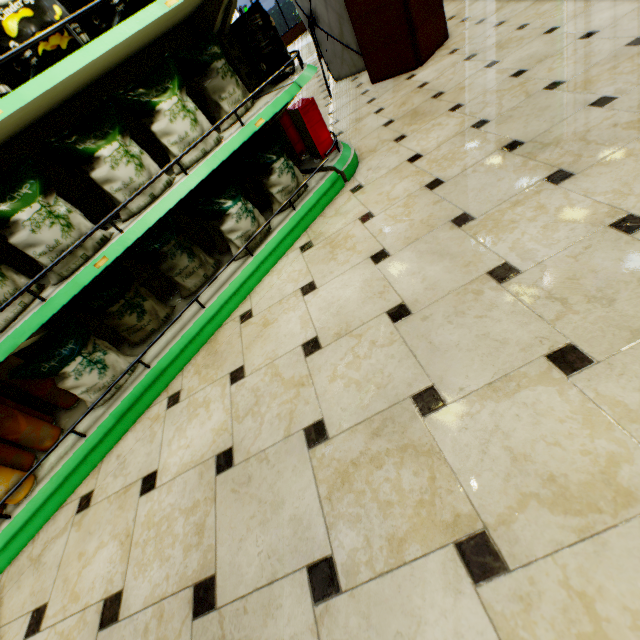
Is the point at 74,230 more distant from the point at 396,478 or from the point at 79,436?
the point at 396,478

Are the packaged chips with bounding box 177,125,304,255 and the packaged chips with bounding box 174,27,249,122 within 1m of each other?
yes

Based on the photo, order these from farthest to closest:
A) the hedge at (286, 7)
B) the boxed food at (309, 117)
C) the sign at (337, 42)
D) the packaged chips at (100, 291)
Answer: the hedge at (286, 7)
the sign at (337, 42)
the boxed food at (309, 117)
the packaged chips at (100, 291)

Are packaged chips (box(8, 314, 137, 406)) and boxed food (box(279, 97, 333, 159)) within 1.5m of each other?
no

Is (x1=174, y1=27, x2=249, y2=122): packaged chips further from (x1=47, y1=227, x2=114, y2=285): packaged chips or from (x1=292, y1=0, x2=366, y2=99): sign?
(x1=292, y1=0, x2=366, y2=99): sign

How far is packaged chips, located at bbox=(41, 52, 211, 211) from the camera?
1.51m

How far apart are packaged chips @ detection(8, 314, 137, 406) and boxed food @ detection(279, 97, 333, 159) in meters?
2.0 m

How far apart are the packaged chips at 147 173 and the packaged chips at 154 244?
0.4m
